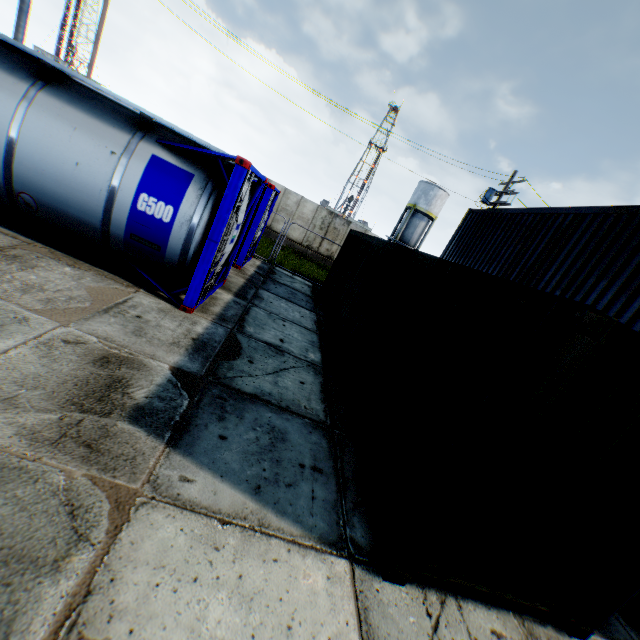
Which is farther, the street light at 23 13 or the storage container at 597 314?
the street light at 23 13

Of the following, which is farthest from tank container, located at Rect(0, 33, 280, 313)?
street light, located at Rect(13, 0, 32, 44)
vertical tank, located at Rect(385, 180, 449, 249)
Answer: vertical tank, located at Rect(385, 180, 449, 249)

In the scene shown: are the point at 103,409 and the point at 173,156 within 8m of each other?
yes

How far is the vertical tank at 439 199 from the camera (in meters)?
38.41

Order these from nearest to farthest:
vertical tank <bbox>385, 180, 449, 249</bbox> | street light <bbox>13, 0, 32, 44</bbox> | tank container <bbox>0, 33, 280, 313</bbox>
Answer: tank container <bbox>0, 33, 280, 313</bbox>, street light <bbox>13, 0, 32, 44</bbox>, vertical tank <bbox>385, 180, 449, 249</bbox>

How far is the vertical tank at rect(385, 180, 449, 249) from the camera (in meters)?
38.41

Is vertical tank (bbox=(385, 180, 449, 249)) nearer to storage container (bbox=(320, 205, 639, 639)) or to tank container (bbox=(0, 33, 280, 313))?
storage container (bbox=(320, 205, 639, 639))

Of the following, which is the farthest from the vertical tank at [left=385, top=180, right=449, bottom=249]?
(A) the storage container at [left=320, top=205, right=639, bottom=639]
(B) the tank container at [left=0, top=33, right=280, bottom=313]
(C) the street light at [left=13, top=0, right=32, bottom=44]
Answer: (C) the street light at [left=13, top=0, right=32, bottom=44]
